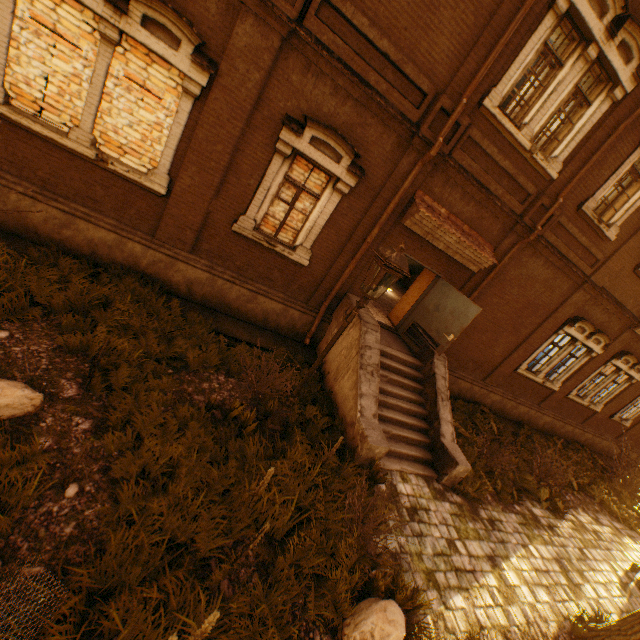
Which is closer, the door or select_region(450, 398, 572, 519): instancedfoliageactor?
select_region(450, 398, 572, 519): instancedfoliageactor

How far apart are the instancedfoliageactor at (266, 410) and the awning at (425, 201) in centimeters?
499cm

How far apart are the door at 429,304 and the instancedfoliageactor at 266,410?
3.56m

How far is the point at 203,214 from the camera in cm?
701

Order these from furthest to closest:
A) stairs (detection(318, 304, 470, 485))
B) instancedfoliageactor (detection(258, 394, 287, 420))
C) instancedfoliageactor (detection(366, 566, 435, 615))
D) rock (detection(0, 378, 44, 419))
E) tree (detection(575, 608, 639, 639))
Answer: stairs (detection(318, 304, 470, 485))
instancedfoliageactor (detection(258, 394, 287, 420))
tree (detection(575, 608, 639, 639))
instancedfoliageactor (detection(366, 566, 435, 615))
rock (detection(0, 378, 44, 419))

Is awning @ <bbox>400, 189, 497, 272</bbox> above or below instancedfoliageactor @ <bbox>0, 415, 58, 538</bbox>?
above

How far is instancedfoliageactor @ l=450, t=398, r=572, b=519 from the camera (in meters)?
7.98

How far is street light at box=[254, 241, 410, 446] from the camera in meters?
4.2 m
